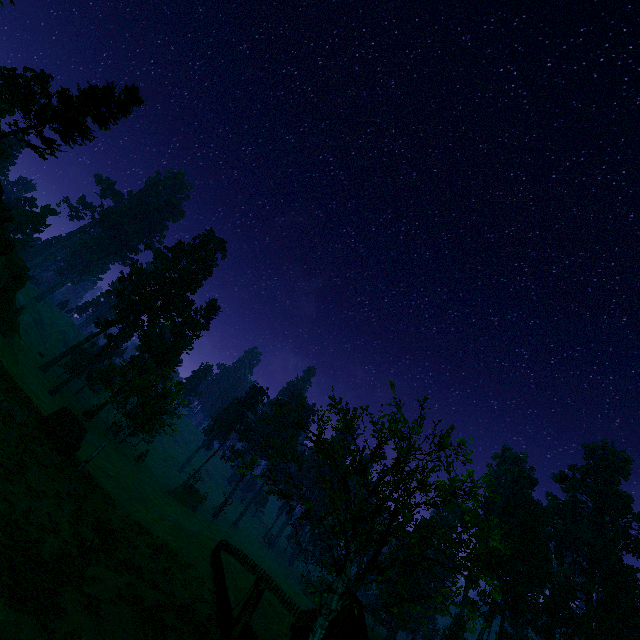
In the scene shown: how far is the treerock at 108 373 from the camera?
27.36m

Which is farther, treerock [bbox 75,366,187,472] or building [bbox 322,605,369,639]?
building [bbox 322,605,369,639]

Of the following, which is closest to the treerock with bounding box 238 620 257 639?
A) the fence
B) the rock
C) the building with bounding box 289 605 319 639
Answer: the building with bounding box 289 605 319 639

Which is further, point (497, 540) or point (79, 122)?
point (79, 122)

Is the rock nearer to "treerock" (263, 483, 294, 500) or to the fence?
"treerock" (263, 483, 294, 500)

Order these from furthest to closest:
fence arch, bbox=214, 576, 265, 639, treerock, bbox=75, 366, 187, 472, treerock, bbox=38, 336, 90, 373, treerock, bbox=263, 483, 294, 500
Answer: treerock, bbox=38, 336, 90, 373 → treerock, bbox=75, 366, 187, 472 → fence arch, bbox=214, 576, 265, 639 → treerock, bbox=263, 483, 294, 500

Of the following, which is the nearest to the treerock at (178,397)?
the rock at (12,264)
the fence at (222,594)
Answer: the fence at (222,594)

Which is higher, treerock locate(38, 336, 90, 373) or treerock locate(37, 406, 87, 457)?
treerock locate(38, 336, 90, 373)
